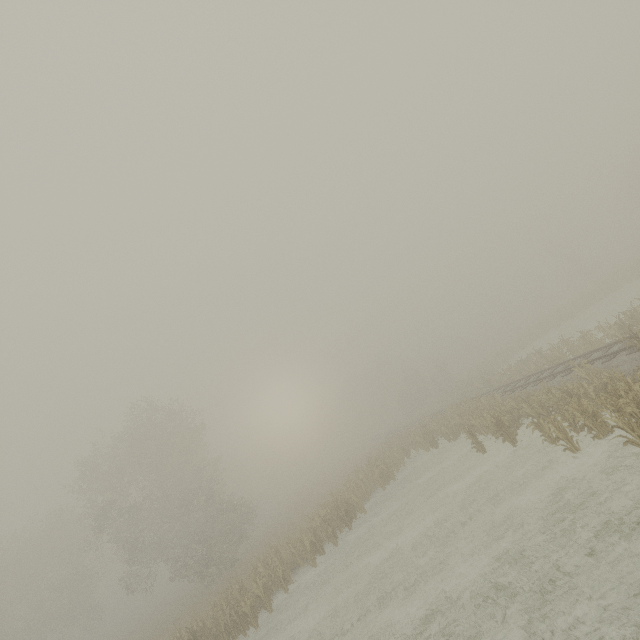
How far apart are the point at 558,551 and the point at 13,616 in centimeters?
5193cm
